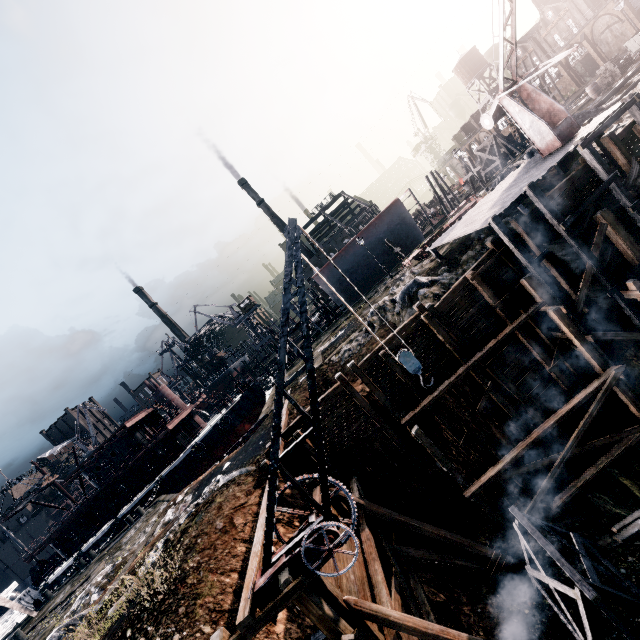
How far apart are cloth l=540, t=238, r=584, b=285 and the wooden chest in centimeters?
2930cm

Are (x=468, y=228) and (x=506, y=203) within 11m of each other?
yes

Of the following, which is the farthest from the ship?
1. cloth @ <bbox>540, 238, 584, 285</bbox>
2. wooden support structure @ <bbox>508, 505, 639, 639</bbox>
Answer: cloth @ <bbox>540, 238, 584, 285</bbox>

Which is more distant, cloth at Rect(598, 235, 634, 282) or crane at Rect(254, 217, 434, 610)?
cloth at Rect(598, 235, 634, 282)

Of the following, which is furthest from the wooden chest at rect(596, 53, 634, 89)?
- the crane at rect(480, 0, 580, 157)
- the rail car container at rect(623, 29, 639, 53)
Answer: the crane at rect(480, 0, 580, 157)

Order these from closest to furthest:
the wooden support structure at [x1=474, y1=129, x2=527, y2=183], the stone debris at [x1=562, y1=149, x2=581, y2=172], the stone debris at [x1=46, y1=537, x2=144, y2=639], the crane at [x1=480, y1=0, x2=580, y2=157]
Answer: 1. the stone debris at [x1=46, y1=537, x2=144, y2=639]
2. the crane at [x1=480, y1=0, x2=580, y2=157]
3. the stone debris at [x1=562, y1=149, x2=581, y2=172]
4. the wooden support structure at [x1=474, y1=129, x2=527, y2=183]

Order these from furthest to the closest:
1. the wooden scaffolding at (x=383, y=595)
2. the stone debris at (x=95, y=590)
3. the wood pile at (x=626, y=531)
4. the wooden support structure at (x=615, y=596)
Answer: the stone debris at (x=95, y=590), the wood pile at (x=626, y=531), the wooden scaffolding at (x=383, y=595), the wooden support structure at (x=615, y=596)

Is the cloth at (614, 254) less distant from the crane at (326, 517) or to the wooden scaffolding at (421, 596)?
the crane at (326, 517)
